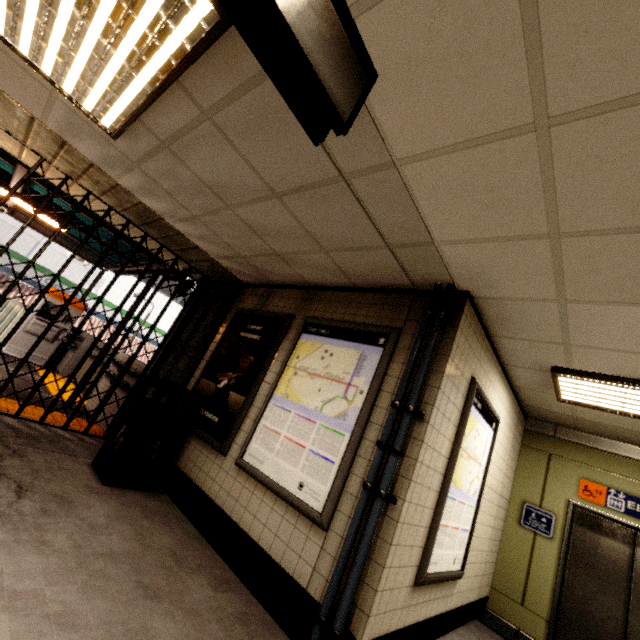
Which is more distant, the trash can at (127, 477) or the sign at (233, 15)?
the trash can at (127, 477)

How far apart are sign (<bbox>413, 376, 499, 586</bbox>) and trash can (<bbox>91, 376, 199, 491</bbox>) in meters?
2.9 m

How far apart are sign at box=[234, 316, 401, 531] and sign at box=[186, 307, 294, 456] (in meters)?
0.16

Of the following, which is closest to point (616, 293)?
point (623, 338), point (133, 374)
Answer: point (623, 338)

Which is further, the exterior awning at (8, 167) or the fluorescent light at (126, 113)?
the exterior awning at (8, 167)

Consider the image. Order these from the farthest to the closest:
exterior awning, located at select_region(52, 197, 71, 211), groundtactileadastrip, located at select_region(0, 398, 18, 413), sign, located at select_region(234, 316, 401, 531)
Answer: exterior awning, located at select_region(52, 197, 71, 211), groundtactileadastrip, located at select_region(0, 398, 18, 413), sign, located at select_region(234, 316, 401, 531)

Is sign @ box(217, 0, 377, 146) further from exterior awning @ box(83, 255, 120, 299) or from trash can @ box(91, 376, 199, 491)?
exterior awning @ box(83, 255, 120, 299)

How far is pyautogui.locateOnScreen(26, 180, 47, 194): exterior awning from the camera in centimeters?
510cm
